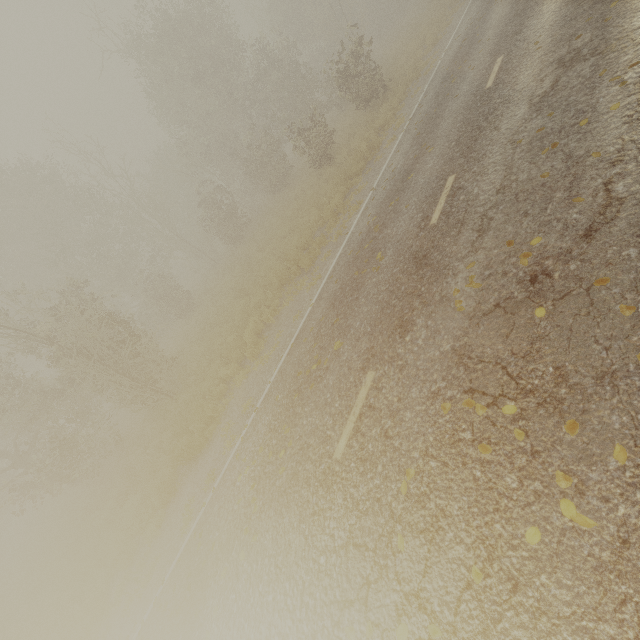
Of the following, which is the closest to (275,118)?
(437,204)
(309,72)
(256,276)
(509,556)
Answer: (309,72)

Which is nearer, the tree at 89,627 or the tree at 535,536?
the tree at 535,536

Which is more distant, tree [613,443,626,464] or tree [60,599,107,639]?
tree [60,599,107,639]

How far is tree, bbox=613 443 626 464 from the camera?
2.69m

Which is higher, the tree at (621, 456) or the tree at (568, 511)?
the tree at (568, 511)
